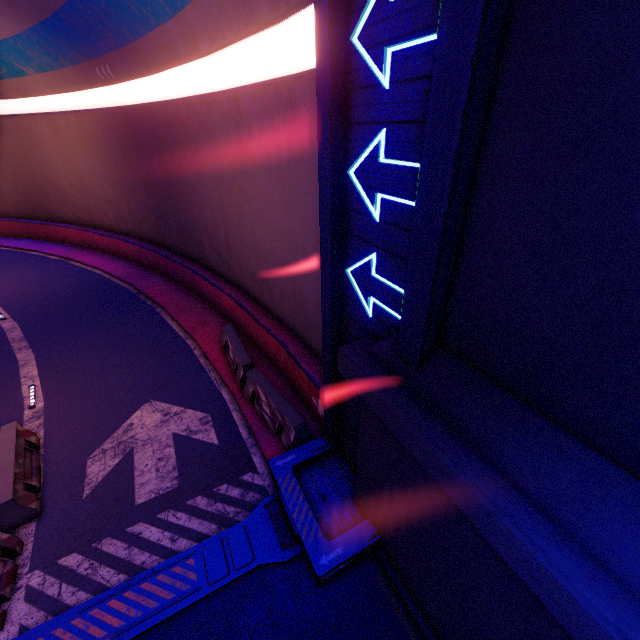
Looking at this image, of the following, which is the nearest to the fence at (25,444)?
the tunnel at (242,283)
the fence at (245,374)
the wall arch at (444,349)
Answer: the tunnel at (242,283)

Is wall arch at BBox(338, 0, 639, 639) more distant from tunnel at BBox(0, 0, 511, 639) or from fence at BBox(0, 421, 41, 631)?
fence at BBox(0, 421, 41, 631)

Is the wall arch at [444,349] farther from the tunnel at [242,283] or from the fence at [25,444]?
the fence at [25,444]

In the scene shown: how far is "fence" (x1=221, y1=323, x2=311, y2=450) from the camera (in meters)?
7.64

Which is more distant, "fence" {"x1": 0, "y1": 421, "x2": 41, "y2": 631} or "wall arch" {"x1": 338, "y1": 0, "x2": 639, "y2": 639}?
"fence" {"x1": 0, "y1": 421, "x2": 41, "y2": 631}

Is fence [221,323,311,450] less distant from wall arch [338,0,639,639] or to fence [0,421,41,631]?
wall arch [338,0,639,639]

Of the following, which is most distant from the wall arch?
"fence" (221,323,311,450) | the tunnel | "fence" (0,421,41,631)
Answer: "fence" (0,421,41,631)

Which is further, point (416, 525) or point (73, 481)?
point (73, 481)
